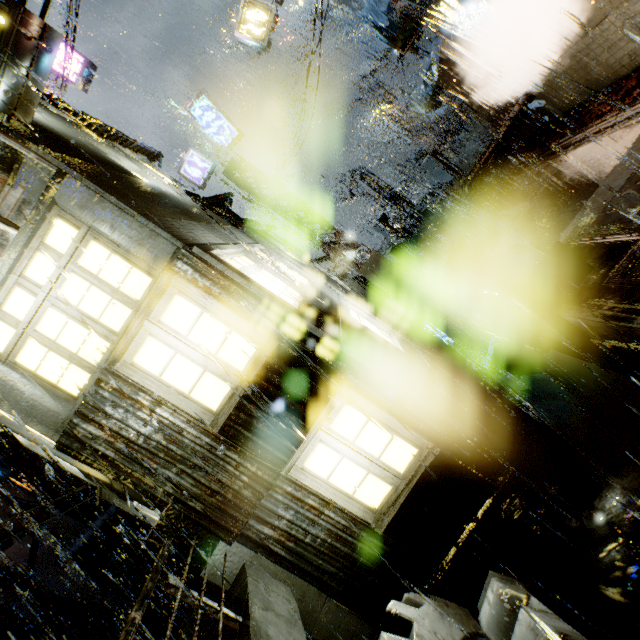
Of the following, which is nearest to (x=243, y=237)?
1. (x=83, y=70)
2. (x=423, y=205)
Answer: (x=83, y=70)

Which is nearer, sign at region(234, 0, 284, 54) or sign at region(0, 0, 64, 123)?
sign at region(0, 0, 64, 123)

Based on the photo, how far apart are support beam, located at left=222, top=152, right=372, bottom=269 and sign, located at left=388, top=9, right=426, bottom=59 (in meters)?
6.95

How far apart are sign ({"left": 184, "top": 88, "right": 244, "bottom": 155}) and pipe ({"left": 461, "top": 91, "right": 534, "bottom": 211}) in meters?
9.7 m

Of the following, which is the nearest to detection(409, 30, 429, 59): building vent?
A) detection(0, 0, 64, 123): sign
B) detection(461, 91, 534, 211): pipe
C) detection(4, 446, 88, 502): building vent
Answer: detection(461, 91, 534, 211): pipe

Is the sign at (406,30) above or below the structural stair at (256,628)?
above

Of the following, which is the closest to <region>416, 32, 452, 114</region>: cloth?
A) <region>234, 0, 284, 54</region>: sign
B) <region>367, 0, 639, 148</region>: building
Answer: <region>367, 0, 639, 148</region>: building

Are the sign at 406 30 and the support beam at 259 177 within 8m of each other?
yes
